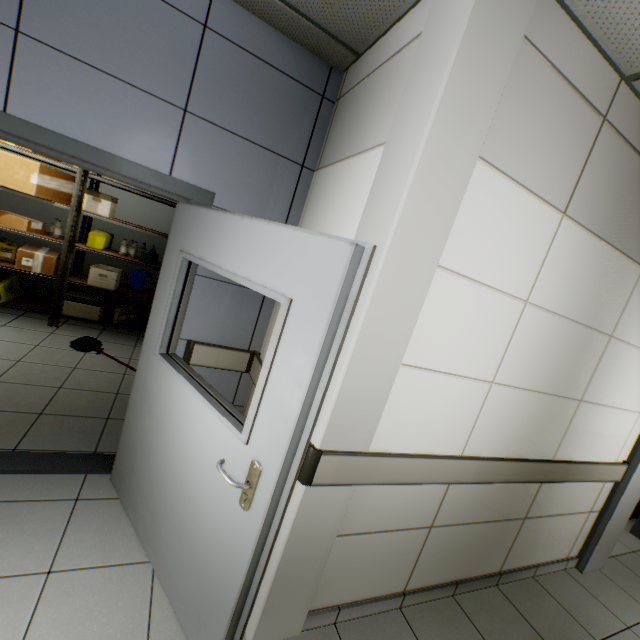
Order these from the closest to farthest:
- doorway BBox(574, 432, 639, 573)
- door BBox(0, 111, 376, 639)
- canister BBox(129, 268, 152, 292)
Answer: door BBox(0, 111, 376, 639) < doorway BBox(574, 432, 639, 573) < canister BBox(129, 268, 152, 292)

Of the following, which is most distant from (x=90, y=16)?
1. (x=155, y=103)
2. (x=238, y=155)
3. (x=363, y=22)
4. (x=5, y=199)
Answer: (x=5, y=199)

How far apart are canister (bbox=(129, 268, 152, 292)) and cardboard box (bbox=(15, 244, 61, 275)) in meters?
0.9 m

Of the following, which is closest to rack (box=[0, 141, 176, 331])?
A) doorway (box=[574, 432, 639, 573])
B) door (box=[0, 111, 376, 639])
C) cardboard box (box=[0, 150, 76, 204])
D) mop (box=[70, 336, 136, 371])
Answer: cardboard box (box=[0, 150, 76, 204])

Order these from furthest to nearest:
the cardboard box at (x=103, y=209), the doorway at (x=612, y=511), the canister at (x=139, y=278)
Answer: A: the canister at (x=139, y=278), the cardboard box at (x=103, y=209), the doorway at (x=612, y=511)

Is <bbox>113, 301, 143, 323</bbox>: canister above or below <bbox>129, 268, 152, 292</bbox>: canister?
below

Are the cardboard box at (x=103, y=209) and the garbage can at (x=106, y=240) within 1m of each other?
yes

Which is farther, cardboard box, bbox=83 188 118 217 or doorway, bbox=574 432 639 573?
cardboard box, bbox=83 188 118 217
